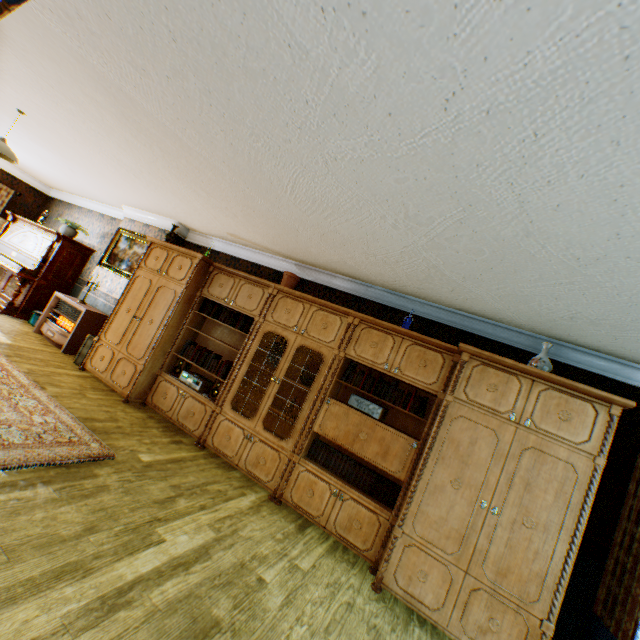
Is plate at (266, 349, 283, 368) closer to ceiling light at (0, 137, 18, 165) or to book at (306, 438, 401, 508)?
book at (306, 438, 401, 508)

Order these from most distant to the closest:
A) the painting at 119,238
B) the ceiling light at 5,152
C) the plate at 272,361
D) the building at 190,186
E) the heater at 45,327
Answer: the painting at 119,238 < the heater at 45,327 < the plate at 272,361 < the ceiling light at 5,152 < the building at 190,186

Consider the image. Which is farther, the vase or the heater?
the heater

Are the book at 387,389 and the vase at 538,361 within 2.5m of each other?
yes

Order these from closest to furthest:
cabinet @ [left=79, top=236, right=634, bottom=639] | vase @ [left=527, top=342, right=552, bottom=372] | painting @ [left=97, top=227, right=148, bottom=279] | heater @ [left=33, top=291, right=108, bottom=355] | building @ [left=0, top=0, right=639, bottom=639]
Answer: building @ [left=0, top=0, right=639, bottom=639]
cabinet @ [left=79, top=236, right=634, bottom=639]
vase @ [left=527, top=342, right=552, bottom=372]
heater @ [left=33, top=291, right=108, bottom=355]
painting @ [left=97, top=227, right=148, bottom=279]

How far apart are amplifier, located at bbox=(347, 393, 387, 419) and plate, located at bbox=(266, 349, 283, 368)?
1.2m

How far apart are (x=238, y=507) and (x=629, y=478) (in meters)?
4.18

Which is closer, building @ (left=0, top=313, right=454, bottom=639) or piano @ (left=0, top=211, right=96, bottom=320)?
building @ (left=0, top=313, right=454, bottom=639)
